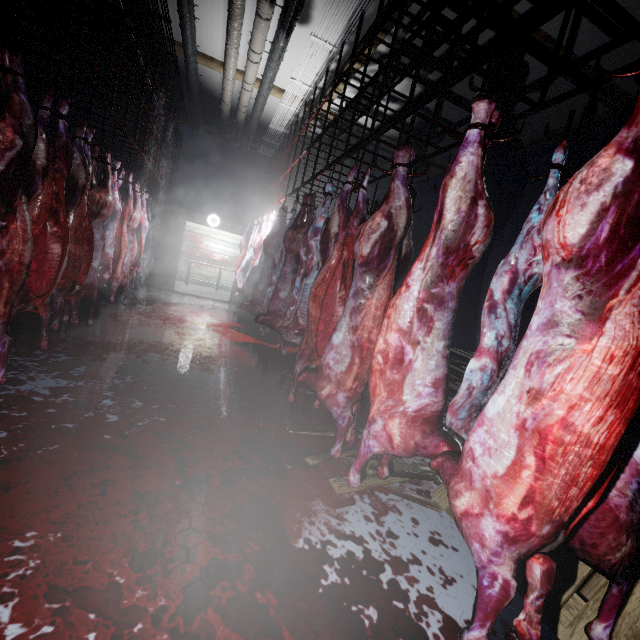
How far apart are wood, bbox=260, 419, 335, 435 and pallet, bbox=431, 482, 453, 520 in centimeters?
8cm

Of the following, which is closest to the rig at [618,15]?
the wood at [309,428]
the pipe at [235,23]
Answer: the pipe at [235,23]

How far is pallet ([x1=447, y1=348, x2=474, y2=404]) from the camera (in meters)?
3.56

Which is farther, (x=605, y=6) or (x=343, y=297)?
(x=343, y=297)

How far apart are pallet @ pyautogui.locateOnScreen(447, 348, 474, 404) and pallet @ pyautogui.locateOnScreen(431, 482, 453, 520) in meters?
0.3

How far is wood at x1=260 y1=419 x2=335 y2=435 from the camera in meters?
2.6 m

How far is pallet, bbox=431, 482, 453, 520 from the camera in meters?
1.9

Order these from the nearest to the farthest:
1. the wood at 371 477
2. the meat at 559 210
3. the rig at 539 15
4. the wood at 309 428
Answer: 1. the meat at 559 210
2. the rig at 539 15
3. the wood at 371 477
4. the wood at 309 428
